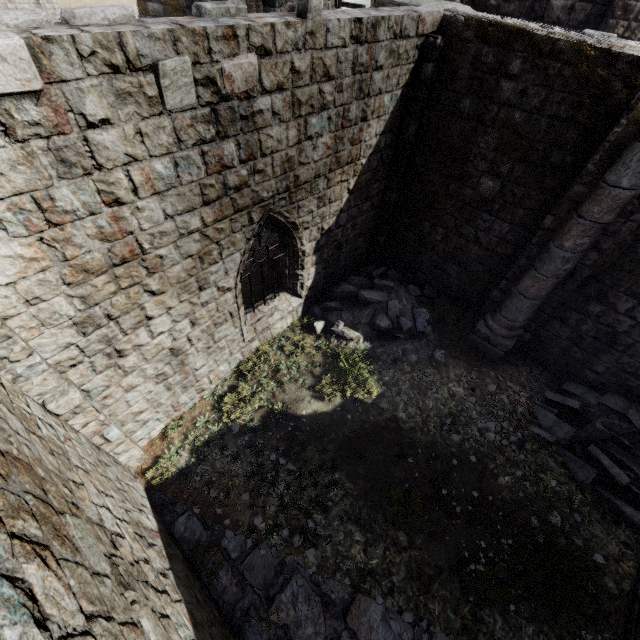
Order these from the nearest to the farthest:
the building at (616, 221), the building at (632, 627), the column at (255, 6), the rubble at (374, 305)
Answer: the building at (616, 221)
the building at (632, 627)
the rubble at (374, 305)
the column at (255, 6)

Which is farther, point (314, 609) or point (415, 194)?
point (415, 194)

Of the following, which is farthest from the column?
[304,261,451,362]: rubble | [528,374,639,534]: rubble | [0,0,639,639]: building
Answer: [528,374,639,534]: rubble

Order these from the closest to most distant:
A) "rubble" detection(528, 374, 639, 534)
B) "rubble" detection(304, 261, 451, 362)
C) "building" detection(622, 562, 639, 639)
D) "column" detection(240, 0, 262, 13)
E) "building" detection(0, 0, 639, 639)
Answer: "building" detection(0, 0, 639, 639)
"building" detection(622, 562, 639, 639)
"rubble" detection(528, 374, 639, 534)
"rubble" detection(304, 261, 451, 362)
"column" detection(240, 0, 262, 13)

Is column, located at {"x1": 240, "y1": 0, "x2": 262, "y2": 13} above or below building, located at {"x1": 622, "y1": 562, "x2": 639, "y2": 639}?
above

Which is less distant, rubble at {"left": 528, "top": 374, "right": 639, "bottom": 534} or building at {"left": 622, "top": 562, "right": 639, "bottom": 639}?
building at {"left": 622, "top": 562, "right": 639, "bottom": 639}

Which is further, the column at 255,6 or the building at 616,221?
the column at 255,6
